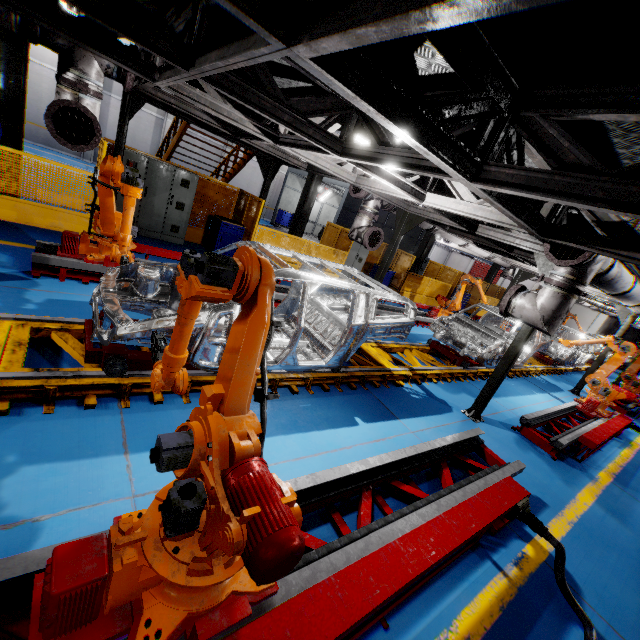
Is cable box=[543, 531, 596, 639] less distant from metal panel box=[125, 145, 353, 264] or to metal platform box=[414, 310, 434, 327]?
metal panel box=[125, 145, 353, 264]

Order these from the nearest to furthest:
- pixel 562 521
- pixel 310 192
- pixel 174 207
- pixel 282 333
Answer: pixel 562 521 < pixel 282 333 < pixel 174 207 < pixel 310 192

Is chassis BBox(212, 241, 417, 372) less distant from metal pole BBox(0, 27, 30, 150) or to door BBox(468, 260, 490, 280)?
metal pole BBox(0, 27, 30, 150)

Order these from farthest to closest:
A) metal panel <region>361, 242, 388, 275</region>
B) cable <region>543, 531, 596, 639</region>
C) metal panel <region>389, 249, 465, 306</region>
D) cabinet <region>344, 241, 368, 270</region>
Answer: metal panel <region>361, 242, 388, 275</region>, metal panel <region>389, 249, 465, 306</region>, cabinet <region>344, 241, 368, 270</region>, cable <region>543, 531, 596, 639</region>

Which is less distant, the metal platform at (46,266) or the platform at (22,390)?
the platform at (22,390)

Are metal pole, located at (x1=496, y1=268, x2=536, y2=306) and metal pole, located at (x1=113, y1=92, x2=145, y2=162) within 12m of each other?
no

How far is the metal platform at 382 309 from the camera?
10.6 meters

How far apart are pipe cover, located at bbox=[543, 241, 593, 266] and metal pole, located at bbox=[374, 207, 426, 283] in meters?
3.7
